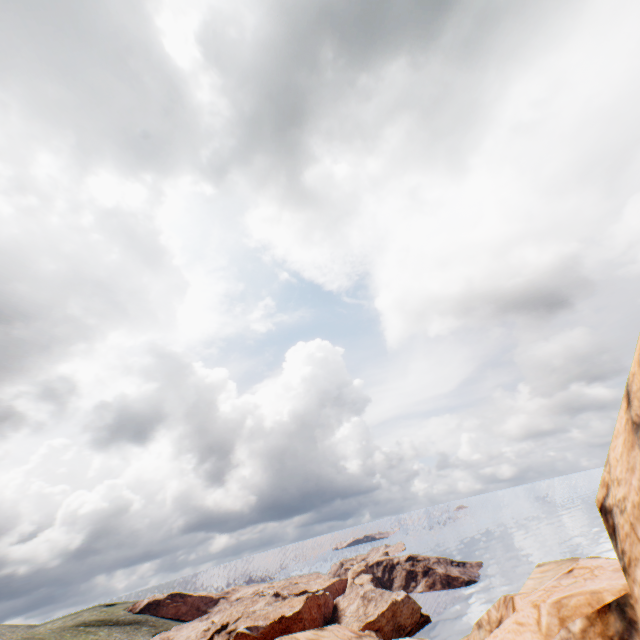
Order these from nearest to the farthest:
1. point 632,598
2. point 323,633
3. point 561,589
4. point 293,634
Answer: point 632,598 → point 561,589 → point 293,634 → point 323,633

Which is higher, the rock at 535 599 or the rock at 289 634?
the rock at 535 599

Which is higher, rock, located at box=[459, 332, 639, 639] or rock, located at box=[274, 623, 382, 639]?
rock, located at box=[459, 332, 639, 639]

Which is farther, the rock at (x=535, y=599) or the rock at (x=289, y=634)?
the rock at (x=289, y=634)

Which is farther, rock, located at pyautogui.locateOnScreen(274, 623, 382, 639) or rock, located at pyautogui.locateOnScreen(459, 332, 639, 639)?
rock, located at pyautogui.locateOnScreen(274, 623, 382, 639)
